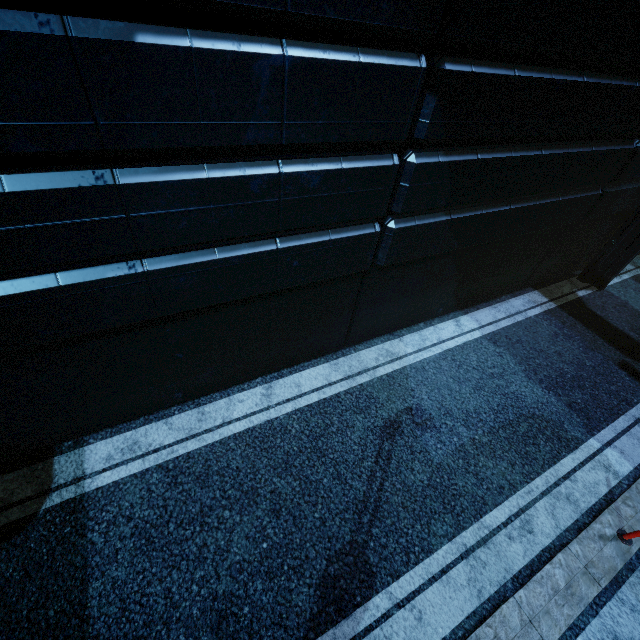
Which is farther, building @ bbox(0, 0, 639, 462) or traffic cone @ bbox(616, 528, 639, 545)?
traffic cone @ bbox(616, 528, 639, 545)

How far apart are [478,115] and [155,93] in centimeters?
370cm

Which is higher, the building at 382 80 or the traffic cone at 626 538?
the building at 382 80

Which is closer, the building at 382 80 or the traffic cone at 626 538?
the building at 382 80

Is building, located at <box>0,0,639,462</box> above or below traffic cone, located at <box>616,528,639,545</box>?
above
